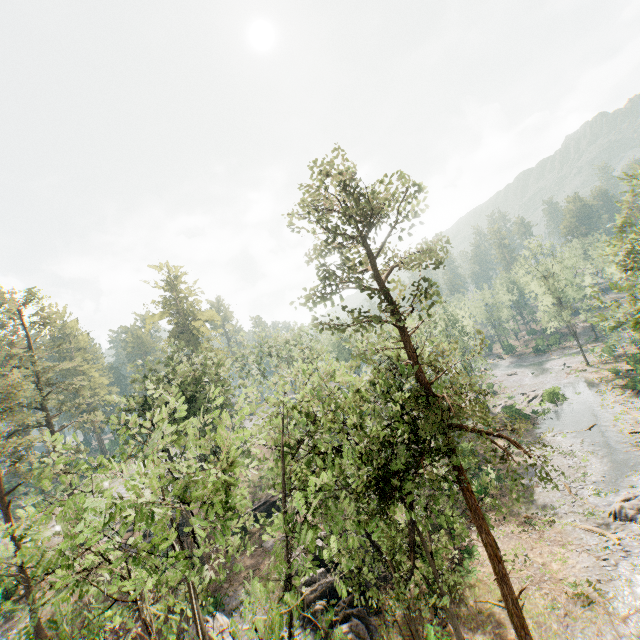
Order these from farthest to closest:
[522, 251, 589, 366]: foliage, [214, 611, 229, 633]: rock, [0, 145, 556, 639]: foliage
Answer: [522, 251, 589, 366]: foliage
[214, 611, 229, 633]: rock
[0, 145, 556, 639]: foliage

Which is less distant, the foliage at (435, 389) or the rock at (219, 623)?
the foliage at (435, 389)

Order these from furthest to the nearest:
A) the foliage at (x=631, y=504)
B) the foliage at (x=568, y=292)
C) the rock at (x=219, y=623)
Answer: the foliage at (x=568, y=292) < the foliage at (x=631, y=504) < the rock at (x=219, y=623)

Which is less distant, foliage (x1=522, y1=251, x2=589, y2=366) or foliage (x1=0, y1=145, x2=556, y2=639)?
foliage (x1=0, y1=145, x2=556, y2=639)

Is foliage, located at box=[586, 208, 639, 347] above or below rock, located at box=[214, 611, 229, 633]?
above

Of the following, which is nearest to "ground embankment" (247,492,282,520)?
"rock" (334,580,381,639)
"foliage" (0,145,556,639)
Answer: "rock" (334,580,381,639)

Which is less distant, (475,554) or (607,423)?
(475,554)
